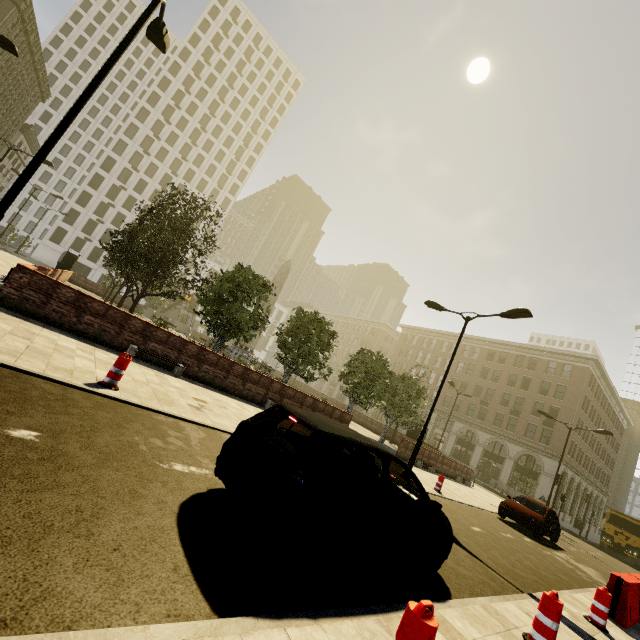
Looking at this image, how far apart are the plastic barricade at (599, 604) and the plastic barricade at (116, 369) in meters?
10.4

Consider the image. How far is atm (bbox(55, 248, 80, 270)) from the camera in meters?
32.8

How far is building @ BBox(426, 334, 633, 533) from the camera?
39.8m

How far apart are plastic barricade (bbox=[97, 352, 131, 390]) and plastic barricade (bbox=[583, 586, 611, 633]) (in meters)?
10.35

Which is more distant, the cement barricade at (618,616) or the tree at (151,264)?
the tree at (151,264)

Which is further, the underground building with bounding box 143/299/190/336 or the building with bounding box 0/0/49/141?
the underground building with bounding box 143/299/190/336

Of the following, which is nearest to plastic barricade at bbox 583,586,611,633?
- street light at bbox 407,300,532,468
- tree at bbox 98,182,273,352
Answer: street light at bbox 407,300,532,468

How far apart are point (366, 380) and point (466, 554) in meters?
16.0
